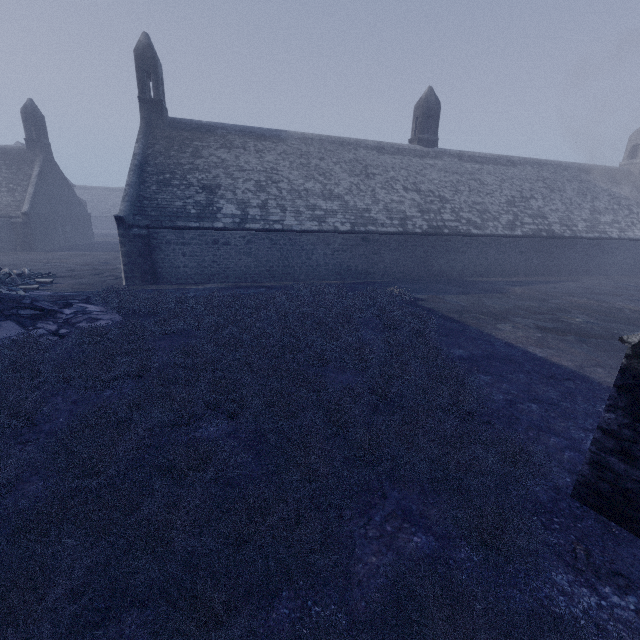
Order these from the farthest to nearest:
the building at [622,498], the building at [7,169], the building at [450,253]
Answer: the building at [7,169] → the building at [450,253] → the building at [622,498]

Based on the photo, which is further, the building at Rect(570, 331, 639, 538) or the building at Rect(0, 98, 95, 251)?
the building at Rect(0, 98, 95, 251)

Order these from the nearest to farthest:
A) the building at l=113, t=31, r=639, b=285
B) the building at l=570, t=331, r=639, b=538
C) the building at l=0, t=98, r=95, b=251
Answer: the building at l=570, t=331, r=639, b=538, the building at l=113, t=31, r=639, b=285, the building at l=0, t=98, r=95, b=251

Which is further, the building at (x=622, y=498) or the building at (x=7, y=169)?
the building at (x=7, y=169)

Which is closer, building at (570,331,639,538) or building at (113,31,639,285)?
building at (570,331,639,538)

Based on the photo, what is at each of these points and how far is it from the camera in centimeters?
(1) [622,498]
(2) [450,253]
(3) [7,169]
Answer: (1) building, 373cm
(2) building, 2059cm
(3) building, 2869cm
